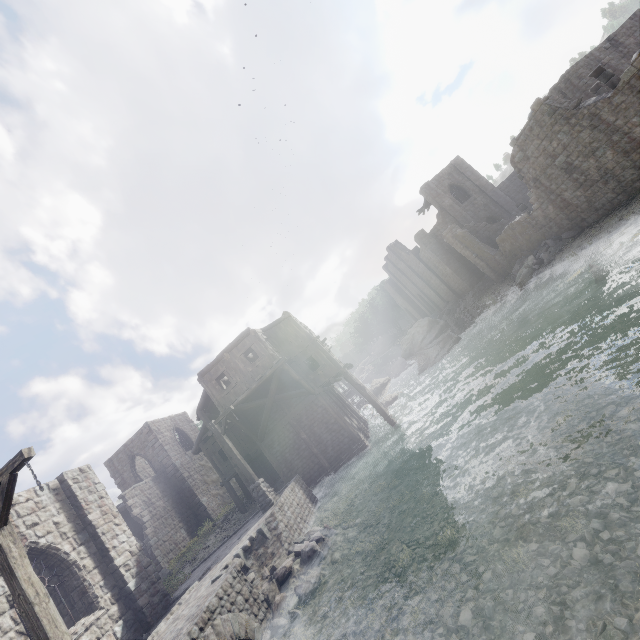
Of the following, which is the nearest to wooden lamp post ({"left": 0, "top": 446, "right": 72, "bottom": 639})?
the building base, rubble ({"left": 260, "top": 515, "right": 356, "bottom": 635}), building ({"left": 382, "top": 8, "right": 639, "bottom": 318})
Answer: the building base

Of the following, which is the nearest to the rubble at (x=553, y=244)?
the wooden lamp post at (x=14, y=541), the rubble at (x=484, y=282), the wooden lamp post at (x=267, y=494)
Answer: the rubble at (x=484, y=282)

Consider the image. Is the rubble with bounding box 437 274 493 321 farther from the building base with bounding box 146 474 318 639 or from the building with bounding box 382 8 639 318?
the building base with bounding box 146 474 318 639

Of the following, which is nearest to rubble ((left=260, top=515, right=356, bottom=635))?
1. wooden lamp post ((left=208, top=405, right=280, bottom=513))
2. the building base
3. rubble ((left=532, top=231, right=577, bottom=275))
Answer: the building base

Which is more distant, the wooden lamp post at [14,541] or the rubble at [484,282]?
the rubble at [484,282]

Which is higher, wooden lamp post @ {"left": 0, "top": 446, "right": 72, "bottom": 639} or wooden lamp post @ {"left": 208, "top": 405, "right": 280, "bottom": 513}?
wooden lamp post @ {"left": 0, "top": 446, "right": 72, "bottom": 639}

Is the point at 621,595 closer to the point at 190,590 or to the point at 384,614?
the point at 384,614

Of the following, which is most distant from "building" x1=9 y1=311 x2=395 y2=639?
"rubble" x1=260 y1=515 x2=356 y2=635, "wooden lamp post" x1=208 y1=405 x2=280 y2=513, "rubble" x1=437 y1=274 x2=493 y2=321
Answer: "rubble" x1=260 y1=515 x2=356 y2=635
